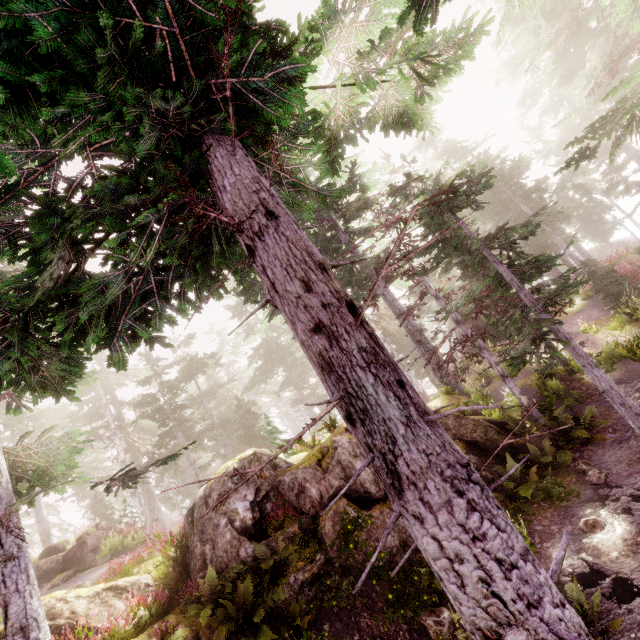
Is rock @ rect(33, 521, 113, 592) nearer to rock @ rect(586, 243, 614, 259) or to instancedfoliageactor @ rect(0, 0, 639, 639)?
instancedfoliageactor @ rect(0, 0, 639, 639)

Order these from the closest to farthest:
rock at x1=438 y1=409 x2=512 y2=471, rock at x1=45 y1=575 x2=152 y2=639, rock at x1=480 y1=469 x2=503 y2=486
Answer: rock at x1=45 y1=575 x2=152 y2=639 < rock at x1=480 y1=469 x2=503 y2=486 < rock at x1=438 y1=409 x2=512 y2=471

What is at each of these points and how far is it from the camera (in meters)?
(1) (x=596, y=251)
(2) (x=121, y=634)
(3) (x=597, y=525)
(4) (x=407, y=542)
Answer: (1) rock, 44.22
(2) instancedfoliageactor, 7.75
(3) instancedfoliageactor, 7.82
(4) rock, 9.20

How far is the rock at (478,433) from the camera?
11.28m

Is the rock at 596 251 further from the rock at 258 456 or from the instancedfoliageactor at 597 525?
the rock at 258 456

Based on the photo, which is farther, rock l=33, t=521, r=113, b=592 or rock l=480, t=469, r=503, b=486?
rock l=33, t=521, r=113, b=592

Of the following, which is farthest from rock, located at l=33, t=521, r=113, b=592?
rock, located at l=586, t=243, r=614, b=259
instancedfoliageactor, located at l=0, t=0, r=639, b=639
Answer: rock, located at l=586, t=243, r=614, b=259
